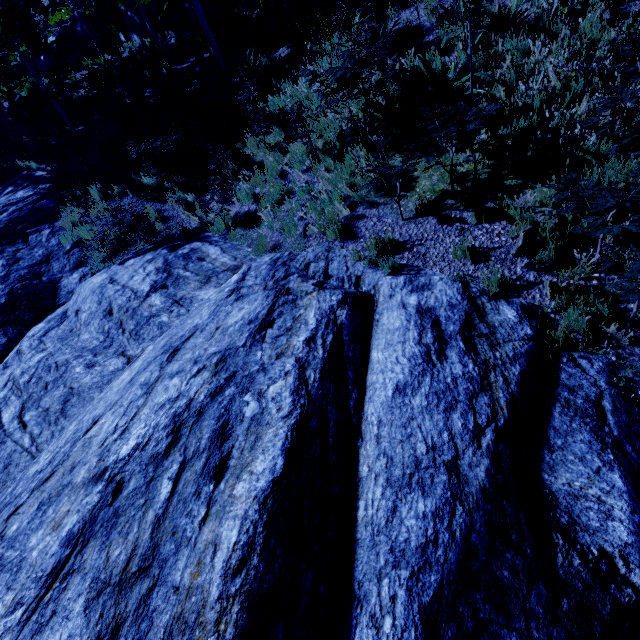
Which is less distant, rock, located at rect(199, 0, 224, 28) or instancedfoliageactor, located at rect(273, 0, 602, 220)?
instancedfoliageactor, located at rect(273, 0, 602, 220)

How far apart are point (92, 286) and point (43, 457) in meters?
5.2

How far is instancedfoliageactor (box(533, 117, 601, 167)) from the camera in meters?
4.3 m

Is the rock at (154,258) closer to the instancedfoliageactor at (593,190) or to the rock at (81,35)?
the instancedfoliageactor at (593,190)

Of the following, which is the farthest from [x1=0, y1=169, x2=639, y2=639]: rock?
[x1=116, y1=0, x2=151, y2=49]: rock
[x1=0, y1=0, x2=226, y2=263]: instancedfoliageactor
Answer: [x1=116, y1=0, x2=151, y2=49]: rock

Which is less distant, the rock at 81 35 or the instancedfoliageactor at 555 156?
the instancedfoliageactor at 555 156
